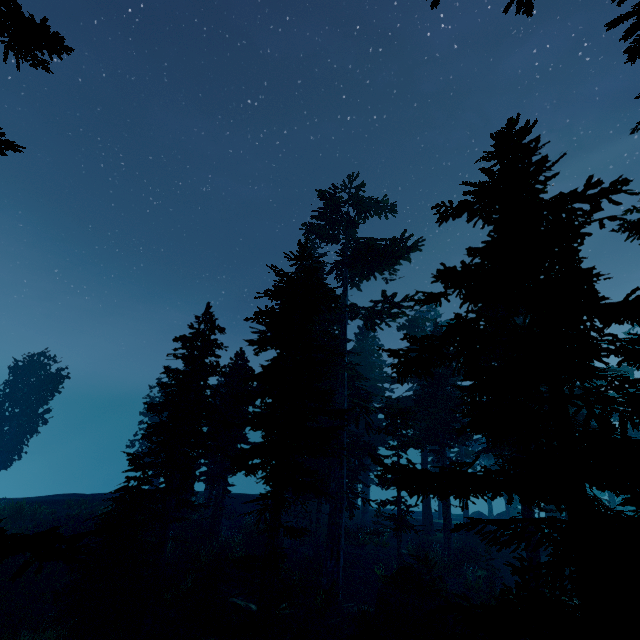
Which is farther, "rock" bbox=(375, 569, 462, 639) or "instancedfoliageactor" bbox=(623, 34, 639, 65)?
"rock" bbox=(375, 569, 462, 639)

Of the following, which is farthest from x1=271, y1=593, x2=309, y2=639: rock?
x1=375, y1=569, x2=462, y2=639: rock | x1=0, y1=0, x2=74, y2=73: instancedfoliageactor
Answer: x1=375, y1=569, x2=462, y2=639: rock

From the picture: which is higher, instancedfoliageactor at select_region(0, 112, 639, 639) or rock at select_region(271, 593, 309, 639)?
A: instancedfoliageactor at select_region(0, 112, 639, 639)

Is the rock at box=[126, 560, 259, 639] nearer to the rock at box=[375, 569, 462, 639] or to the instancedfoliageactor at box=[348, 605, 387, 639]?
the instancedfoliageactor at box=[348, 605, 387, 639]

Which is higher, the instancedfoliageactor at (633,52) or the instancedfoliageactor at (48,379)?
the instancedfoliageactor at (633,52)

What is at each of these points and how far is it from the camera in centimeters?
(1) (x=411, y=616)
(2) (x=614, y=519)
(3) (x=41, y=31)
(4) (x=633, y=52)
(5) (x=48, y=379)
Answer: (1) rock, 1313cm
(2) instancedfoliageactor, 570cm
(3) instancedfoliageactor, 308cm
(4) instancedfoliageactor, 743cm
(5) instancedfoliageactor, 3375cm

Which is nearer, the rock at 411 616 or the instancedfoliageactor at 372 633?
the instancedfoliageactor at 372 633
